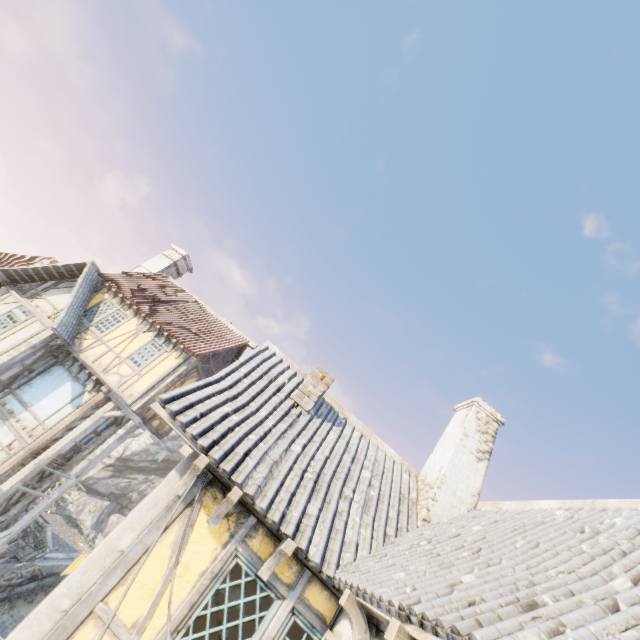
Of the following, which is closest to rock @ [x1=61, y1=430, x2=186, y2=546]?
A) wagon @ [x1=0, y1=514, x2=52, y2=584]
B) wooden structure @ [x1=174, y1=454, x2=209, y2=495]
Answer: wagon @ [x1=0, y1=514, x2=52, y2=584]

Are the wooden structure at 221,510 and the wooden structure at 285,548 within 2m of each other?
yes

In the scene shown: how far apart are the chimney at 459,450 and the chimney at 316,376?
3.0 meters

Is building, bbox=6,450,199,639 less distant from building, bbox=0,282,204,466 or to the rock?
building, bbox=0,282,204,466

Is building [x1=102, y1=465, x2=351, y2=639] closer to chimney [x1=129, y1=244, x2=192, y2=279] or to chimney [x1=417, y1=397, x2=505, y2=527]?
chimney [x1=417, y1=397, x2=505, y2=527]

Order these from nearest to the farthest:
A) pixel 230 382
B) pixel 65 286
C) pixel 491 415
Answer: pixel 230 382
pixel 491 415
pixel 65 286

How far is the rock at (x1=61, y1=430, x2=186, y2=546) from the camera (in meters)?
36.25

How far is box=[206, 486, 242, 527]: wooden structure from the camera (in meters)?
4.42
